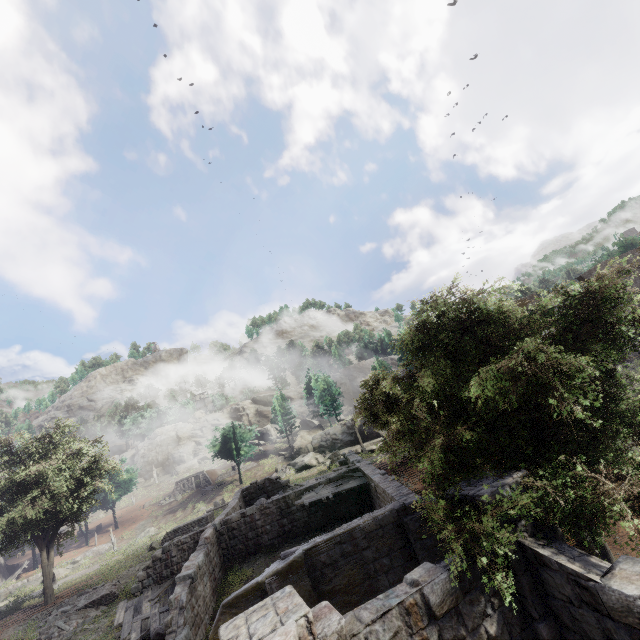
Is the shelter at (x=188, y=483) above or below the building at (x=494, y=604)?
above

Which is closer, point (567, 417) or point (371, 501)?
point (567, 417)

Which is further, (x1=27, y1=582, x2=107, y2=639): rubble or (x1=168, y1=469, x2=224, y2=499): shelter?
(x1=168, y1=469, x2=224, y2=499): shelter

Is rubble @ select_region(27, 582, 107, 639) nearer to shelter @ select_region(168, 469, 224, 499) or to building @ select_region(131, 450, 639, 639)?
building @ select_region(131, 450, 639, 639)

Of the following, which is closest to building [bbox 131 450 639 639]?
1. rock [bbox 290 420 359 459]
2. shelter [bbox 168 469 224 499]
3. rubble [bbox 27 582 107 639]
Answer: rubble [bbox 27 582 107 639]

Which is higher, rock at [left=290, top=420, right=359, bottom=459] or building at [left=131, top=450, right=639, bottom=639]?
rock at [left=290, top=420, right=359, bottom=459]

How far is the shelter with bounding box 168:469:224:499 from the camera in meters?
51.5

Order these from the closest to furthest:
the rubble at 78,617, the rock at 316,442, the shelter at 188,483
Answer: the rubble at 78,617 → the rock at 316,442 → the shelter at 188,483
